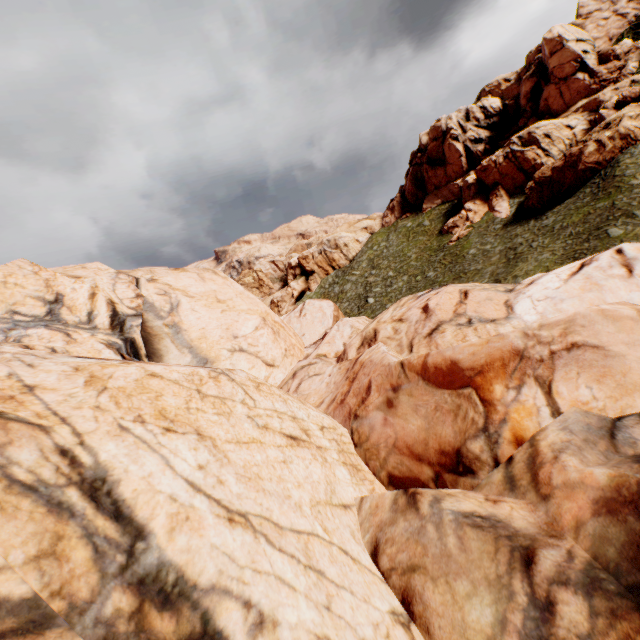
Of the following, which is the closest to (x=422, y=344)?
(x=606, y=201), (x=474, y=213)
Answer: (x=606, y=201)
